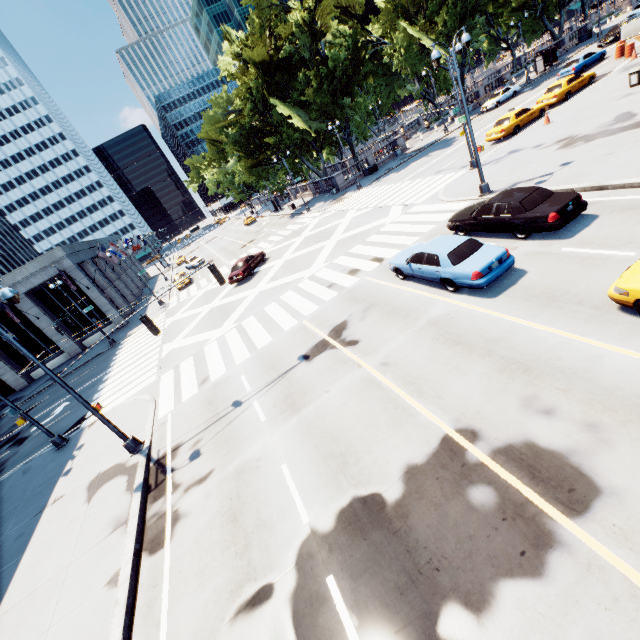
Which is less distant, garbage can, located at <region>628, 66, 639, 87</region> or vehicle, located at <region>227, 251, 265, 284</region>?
garbage can, located at <region>628, 66, 639, 87</region>

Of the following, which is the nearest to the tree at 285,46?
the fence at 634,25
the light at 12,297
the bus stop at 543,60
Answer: the bus stop at 543,60

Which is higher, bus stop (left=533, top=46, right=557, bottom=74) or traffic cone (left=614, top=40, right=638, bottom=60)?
bus stop (left=533, top=46, right=557, bottom=74)

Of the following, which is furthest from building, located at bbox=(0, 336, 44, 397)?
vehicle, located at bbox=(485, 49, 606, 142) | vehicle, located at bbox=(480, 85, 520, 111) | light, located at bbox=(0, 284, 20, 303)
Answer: vehicle, located at bbox=(480, 85, 520, 111)

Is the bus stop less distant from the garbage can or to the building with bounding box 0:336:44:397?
the garbage can

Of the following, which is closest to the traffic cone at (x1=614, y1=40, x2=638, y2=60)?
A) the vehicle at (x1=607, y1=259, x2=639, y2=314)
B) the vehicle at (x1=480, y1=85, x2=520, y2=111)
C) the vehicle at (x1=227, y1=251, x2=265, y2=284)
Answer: the vehicle at (x1=480, y1=85, x2=520, y2=111)

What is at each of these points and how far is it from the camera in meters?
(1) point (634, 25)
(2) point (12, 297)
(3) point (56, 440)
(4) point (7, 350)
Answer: (1) fence, 29.8 m
(2) light, 10.0 m
(3) light, 16.6 m
(4) building, 33.2 m

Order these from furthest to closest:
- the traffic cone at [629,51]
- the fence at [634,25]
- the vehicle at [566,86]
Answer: the fence at [634,25] → the traffic cone at [629,51] → the vehicle at [566,86]
